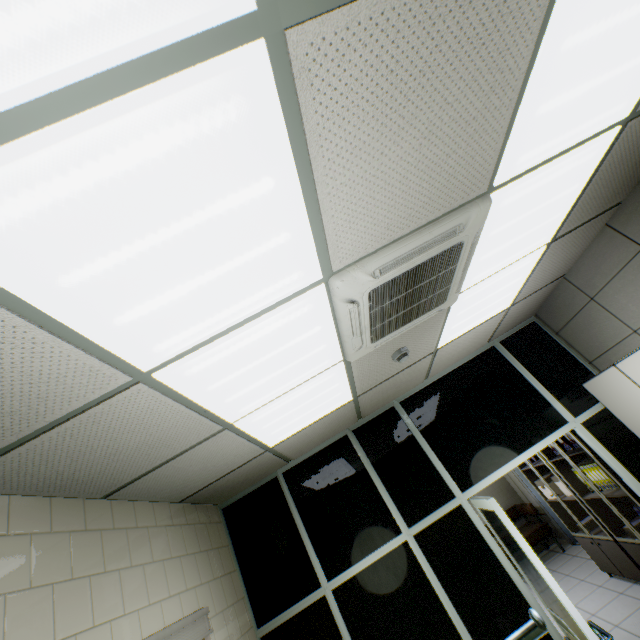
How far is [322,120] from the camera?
1.0 meters

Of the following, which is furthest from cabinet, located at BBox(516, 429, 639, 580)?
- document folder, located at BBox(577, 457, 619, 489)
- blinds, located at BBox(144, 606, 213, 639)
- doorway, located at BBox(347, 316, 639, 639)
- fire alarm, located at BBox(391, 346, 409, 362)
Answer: blinds, located at BBox(144, 606, 213, 639)

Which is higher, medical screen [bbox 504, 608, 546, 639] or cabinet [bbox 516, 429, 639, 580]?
medical screen [bbox 504, 608, 546, 639]

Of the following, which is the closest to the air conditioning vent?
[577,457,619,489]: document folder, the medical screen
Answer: the medical screen

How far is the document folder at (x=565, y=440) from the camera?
4.3 meters

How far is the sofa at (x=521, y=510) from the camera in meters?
6.6 m

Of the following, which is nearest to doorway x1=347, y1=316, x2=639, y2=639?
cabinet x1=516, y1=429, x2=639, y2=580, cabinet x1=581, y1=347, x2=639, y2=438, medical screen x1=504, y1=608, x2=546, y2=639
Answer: cabinet x1=581, y1=347, x2=639, y2=438

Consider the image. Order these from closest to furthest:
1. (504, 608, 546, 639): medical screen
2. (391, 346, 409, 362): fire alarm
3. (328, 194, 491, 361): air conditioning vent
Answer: (504, 608, 546, 639): medical screen, (328, 194, 491, 361): air conditioning vent, (391, 346, 409, 362): fire alarm
